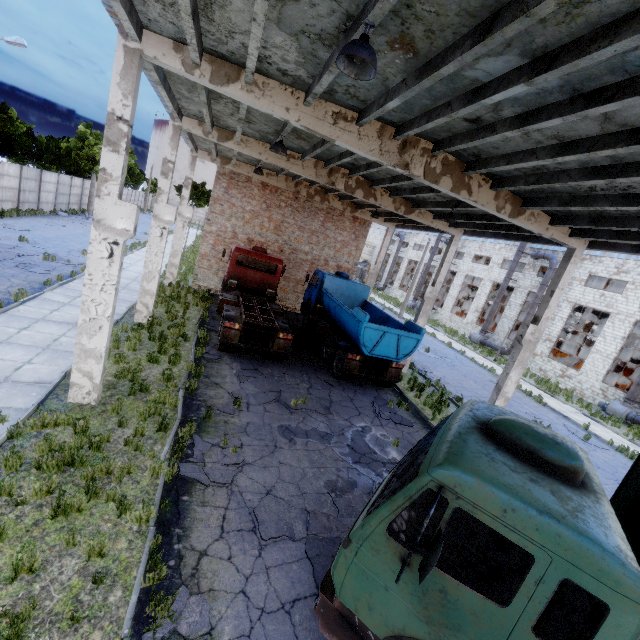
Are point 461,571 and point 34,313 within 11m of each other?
no

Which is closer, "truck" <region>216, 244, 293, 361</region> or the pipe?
"truck" <region>216, 244, 293, 361</region>

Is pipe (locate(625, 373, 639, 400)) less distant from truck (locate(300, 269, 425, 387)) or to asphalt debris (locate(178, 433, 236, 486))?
truck (locate(300, 269, 425, 387))

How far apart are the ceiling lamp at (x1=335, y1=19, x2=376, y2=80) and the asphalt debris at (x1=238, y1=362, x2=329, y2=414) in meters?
8.6

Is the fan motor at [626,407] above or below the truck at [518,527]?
below

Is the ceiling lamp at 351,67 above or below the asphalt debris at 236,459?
above

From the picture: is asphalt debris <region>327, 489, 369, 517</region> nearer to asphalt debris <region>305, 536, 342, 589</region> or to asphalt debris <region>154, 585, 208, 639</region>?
asphalt debris <region>305, 536, 342, 589</region>

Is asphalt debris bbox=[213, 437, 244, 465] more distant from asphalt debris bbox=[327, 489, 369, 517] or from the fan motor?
the fan motor
